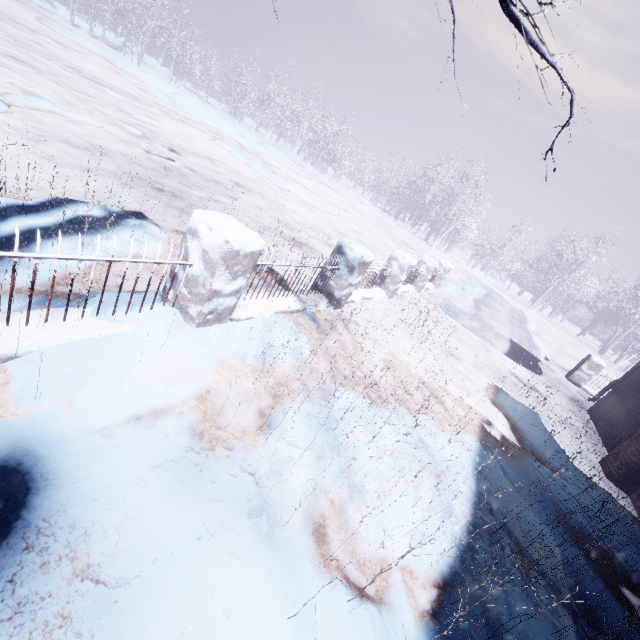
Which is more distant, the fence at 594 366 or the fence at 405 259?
the fence at 594 366

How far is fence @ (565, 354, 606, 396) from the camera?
8.9 meters

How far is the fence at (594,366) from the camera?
8.9 meters

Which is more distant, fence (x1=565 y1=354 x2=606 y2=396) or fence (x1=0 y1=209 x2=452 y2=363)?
fence (x1=565 y1=354 x2=606 y2=396)

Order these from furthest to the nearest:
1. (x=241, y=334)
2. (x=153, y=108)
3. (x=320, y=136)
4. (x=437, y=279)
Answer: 1. (x=320, y=136)
2. (x=153, y=108)
3. (x=437, y=279)
4. (x=241, y=334)
